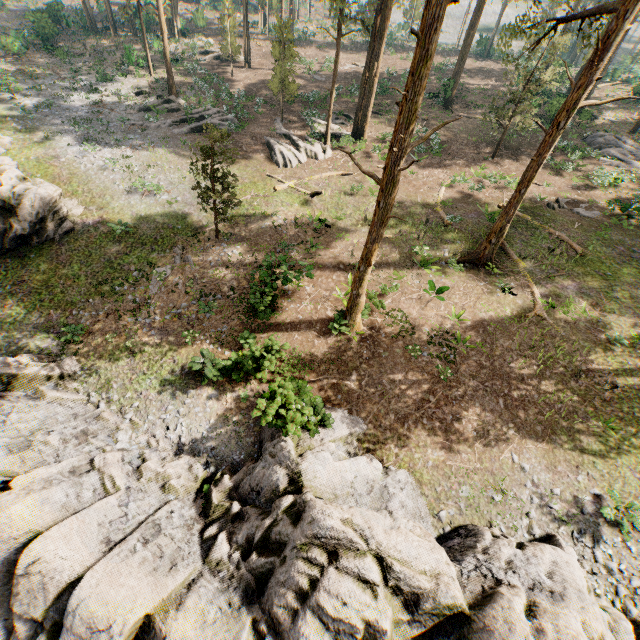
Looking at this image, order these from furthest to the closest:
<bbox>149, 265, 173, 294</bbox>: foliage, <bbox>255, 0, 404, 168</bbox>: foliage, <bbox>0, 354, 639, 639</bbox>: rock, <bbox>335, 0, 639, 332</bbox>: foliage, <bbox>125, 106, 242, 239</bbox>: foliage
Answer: <bbox>255, 0, 404, 168</bbox>: foliage < <bbox>149, 265, 173, 294</bbox>: foliage < <bbox>125, 106, 242, 239</bbox>: foliage < <bbox>335, 0, 639, 332</bbox>: foliage < <bbox>0, 354, 639, 639</bbox>: rock

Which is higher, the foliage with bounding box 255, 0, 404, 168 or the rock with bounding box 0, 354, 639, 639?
the foliage with bounding box 255, 0, 404, 168

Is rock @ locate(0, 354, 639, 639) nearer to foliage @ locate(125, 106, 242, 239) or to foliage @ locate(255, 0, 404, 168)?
foliage @ locate(255, 0, 404, 168)

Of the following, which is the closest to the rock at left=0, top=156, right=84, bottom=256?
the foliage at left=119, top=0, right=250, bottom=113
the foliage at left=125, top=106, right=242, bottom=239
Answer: the foliage at left=119, top=0, right=250, bottom=113

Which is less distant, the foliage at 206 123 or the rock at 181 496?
the rock at 181 496

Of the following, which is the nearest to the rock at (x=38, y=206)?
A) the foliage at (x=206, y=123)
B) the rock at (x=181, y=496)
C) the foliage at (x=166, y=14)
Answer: the rock at (x=181, y=496)

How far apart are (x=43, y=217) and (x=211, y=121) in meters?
16.7 m

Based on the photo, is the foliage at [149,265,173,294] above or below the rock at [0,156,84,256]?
below
